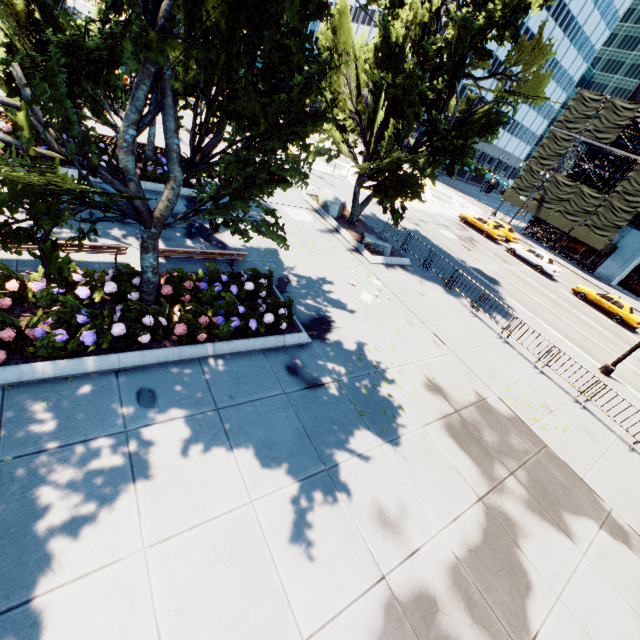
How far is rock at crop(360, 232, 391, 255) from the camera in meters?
16.9

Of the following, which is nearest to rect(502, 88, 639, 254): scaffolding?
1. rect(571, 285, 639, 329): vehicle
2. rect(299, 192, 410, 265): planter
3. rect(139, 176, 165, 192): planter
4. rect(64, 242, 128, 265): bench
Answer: rect(571, 285, 639, 329): vehicle

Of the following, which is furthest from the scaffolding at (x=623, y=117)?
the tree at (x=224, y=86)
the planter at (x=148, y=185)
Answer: the planter at (x=148, y=185)

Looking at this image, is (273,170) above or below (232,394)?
above

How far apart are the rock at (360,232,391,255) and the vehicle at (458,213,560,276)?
19.2 meters

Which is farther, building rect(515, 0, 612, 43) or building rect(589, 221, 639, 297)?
building rect(515, 0, 612, 43)

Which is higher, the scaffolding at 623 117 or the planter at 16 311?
the scaffolding at 623 117

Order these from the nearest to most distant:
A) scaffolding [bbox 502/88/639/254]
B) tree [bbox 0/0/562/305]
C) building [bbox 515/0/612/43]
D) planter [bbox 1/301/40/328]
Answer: tree [bbox 0/0/562/305], planter [bbox 1/301/40/328], scaffolding [bbox 502/88/639/254], building [bbox 515/0/612/43]
